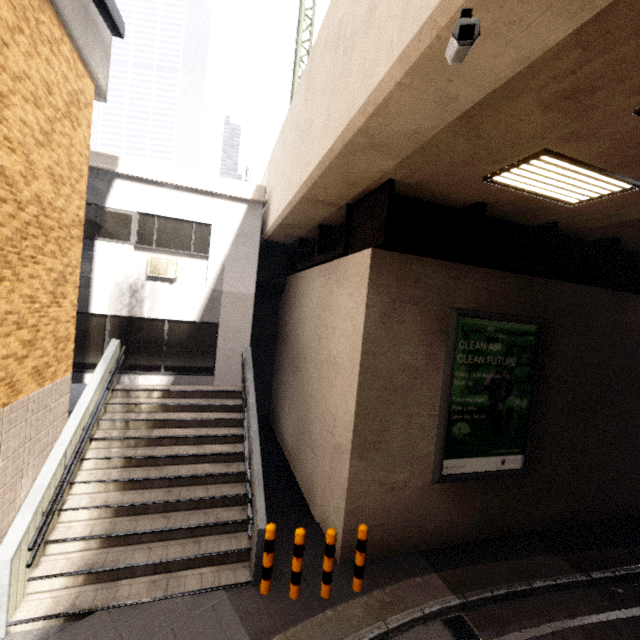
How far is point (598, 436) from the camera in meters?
8.1 m

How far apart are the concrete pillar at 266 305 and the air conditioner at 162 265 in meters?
3.3 m

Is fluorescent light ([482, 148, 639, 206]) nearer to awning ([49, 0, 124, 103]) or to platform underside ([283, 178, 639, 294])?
platform underside ([283, 178, 639, 294])

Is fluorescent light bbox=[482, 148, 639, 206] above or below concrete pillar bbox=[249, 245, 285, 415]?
above

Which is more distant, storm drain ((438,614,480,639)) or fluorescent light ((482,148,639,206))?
storm drain ((438,614,480,639))

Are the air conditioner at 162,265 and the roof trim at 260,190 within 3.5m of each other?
yes

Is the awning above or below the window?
above

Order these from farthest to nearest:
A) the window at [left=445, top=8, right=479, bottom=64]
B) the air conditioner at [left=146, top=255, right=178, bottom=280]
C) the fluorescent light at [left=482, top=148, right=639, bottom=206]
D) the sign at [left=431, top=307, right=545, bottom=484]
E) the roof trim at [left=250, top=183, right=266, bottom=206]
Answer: the roof trim at [left=250, top=183, right=266, bottom=206] → the air conditioner at [left=146, top=255, right=178, bottom=280] → the sign at [left=431, top=307, right=545, bottom=484] → the fluorescent light at [left=482, top=148, right=639, bottom=206] → the window at [left=445, top=8, right=479, bottom=64]
